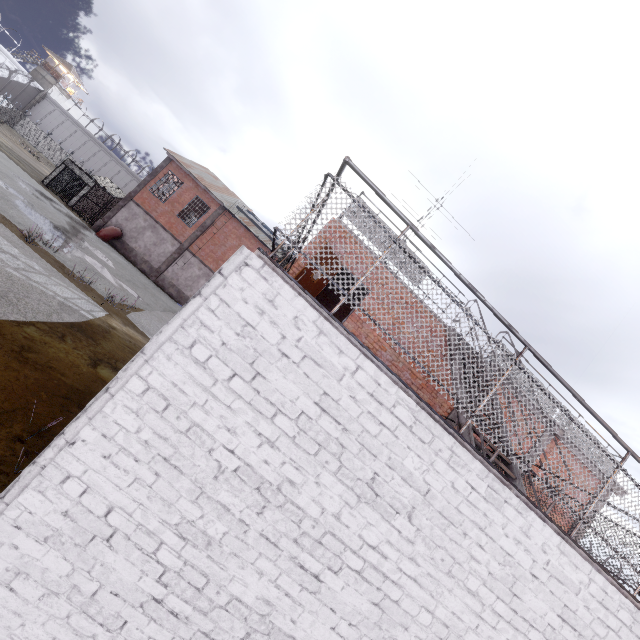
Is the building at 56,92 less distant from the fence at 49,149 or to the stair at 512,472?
the fence at 49,149

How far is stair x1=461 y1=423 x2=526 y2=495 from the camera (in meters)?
5.24

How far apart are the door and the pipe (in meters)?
24.36

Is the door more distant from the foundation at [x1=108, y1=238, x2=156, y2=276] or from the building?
the building

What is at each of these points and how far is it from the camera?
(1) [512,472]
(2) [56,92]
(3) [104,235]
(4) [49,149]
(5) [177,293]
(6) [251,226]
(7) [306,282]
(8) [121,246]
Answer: (1) stair, 6.0 meters
(2) building, 58.9 meters
(3) pipe, 25.4 meters
(4) fence, 50.0 meters
(5) foundation, 27.8 meters
(6) window, 29.3 meters
(7) door, 8.1 meters
(8) foundation, 27.0 meters

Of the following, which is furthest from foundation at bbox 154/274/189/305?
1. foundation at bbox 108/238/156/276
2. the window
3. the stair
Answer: the stair

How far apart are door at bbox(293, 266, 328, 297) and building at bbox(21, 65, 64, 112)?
79.7m

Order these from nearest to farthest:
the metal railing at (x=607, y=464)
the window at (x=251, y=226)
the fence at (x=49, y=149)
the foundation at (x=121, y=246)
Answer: the metal railing at (x=607, y=464) → the foundation at (x=121, y=246) → the window at (x=251, y=226) → the fence at (x=49, y=149)
